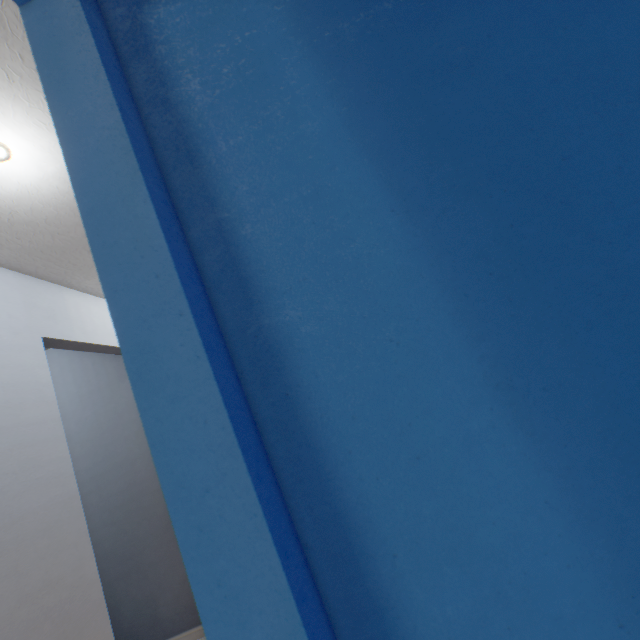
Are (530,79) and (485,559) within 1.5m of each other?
yes
